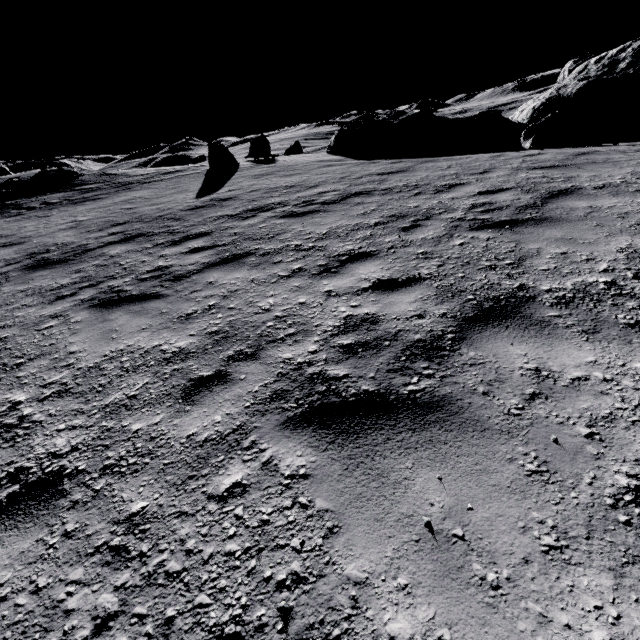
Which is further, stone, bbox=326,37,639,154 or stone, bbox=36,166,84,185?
stone, bbox=36,166,84,185

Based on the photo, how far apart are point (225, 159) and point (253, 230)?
11.8m

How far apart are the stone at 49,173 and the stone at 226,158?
11.2m

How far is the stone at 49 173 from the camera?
20.3 meters

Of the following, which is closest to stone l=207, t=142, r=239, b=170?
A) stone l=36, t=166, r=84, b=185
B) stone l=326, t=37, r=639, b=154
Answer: stone l=326, t=37, r=639, b=154

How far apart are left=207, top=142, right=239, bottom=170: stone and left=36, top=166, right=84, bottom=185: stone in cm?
1122

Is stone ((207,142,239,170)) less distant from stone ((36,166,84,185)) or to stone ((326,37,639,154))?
stone ((326,37,639,154))
